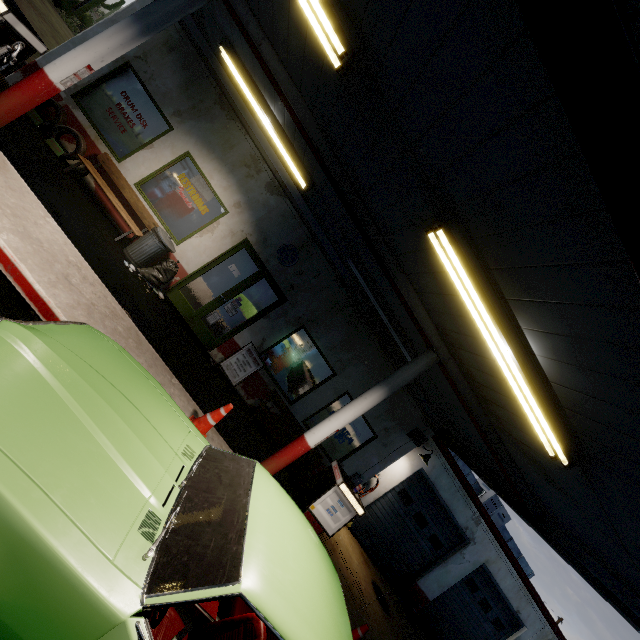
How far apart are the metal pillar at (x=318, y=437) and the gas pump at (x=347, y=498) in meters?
0.5

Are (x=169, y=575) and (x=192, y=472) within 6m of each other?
yes

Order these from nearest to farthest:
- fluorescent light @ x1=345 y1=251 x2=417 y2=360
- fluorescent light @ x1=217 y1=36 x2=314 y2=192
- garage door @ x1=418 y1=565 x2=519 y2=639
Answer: fluorescent light @ x1=217 y1=36 x2=314 y2=192
fluorescent light @ x1=345 y1=251 x2=417 y2=360
garage door @ x1=418 y1=565 x2=519 y2=639

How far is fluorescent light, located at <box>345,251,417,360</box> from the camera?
6.7 meters

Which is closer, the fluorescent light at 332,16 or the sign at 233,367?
the fluorescent light at 332,16

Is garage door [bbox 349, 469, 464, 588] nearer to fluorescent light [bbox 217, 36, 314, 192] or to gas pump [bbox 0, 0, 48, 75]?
fluorescent light [bbox 217, 36, 314, 192]

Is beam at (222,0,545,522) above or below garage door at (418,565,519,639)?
above

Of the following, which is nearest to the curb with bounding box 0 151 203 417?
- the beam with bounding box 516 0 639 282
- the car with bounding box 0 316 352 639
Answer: the car with bounding box 0 316 352 639
